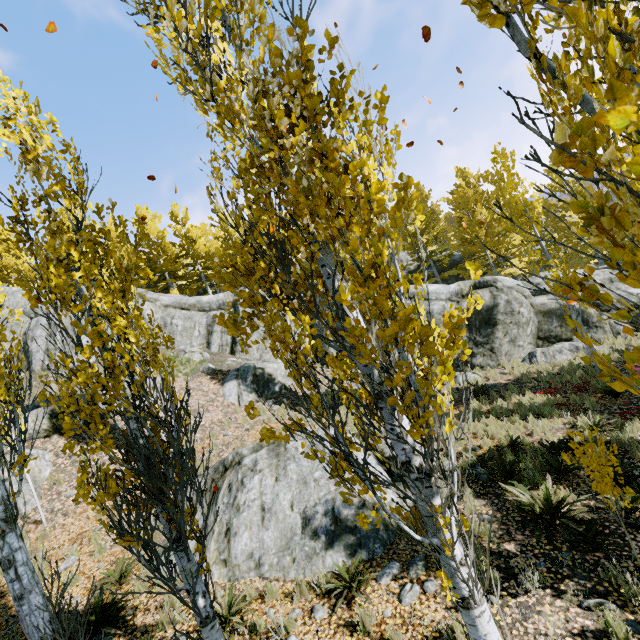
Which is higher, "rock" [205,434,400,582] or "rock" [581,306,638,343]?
"rock" [205,434,400,582]

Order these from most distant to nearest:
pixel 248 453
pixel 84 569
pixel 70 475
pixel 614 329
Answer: pixel 614 329 < pixel 70 475 < pixel 248 453 < pixel 84 569

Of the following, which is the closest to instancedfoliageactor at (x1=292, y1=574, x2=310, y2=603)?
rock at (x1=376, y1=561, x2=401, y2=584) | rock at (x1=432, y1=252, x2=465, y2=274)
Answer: rock at (x1=432, y1=252, x2=465, y2=274)

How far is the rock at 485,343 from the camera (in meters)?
15.92

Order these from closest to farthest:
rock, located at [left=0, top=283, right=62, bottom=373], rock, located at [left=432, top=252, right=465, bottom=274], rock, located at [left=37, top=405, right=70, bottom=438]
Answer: rock, located at [left=37, top=405, right=70, bottom=438] < rock, located at [left=0, top=283, right=62, bottom=373] < rock, located at [left=432, top=252, right=465, bottom=274]

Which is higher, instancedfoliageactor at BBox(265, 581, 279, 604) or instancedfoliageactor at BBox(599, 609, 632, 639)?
instancedfoliageactor at BBox(265, 581, 279, 604)

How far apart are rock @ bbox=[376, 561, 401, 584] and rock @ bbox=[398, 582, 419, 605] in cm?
12
